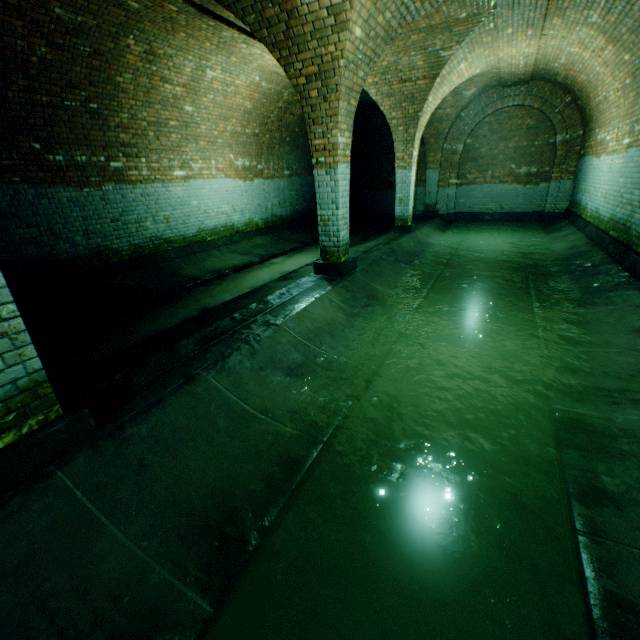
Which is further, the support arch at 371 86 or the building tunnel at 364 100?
the building tunnel at 364 100

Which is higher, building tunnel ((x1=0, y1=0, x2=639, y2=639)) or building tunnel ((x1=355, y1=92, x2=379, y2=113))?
building tunnel ((x1=355, y1=92, x2=379, y2=113))

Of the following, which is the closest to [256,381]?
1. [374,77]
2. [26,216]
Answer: [26,216]

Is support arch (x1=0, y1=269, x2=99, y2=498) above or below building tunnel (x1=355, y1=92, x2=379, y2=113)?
below

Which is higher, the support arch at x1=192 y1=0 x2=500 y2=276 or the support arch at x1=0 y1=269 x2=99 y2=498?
the support arch at x1=192 y1=0 x2=500 y2=276

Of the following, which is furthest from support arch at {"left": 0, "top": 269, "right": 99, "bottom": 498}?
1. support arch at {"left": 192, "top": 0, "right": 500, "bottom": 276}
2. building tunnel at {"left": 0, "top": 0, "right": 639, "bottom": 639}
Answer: support arch at {"left": 192, "top": 0, "right": 500, "bottom": 276}

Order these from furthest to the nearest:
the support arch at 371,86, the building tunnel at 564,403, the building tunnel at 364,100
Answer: the building tunnel at 364,100
the support arch at 371,86
the building tunnel at 564,403

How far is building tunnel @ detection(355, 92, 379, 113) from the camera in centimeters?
1122cm
